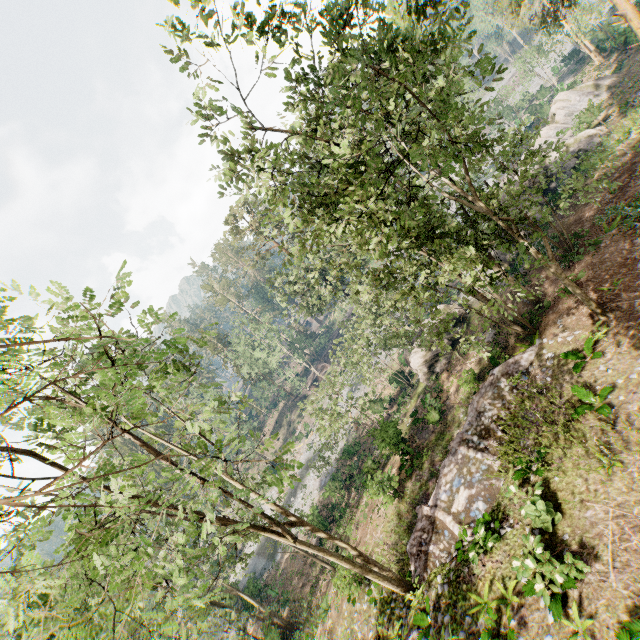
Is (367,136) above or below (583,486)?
above

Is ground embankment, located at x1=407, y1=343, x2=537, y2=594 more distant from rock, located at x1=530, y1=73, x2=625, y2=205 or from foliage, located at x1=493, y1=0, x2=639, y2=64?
rock, located at x1=530, y1=73, x2=625, y2=205

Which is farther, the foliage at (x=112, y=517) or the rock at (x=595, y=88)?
the rock at (x=595, y=88)

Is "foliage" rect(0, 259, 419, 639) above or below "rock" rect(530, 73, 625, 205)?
above

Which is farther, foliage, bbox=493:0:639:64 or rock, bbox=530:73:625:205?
rock, bbox=530:73:625:205

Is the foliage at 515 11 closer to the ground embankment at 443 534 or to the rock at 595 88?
the ground embankment at 443 534

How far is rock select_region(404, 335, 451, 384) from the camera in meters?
26.8
